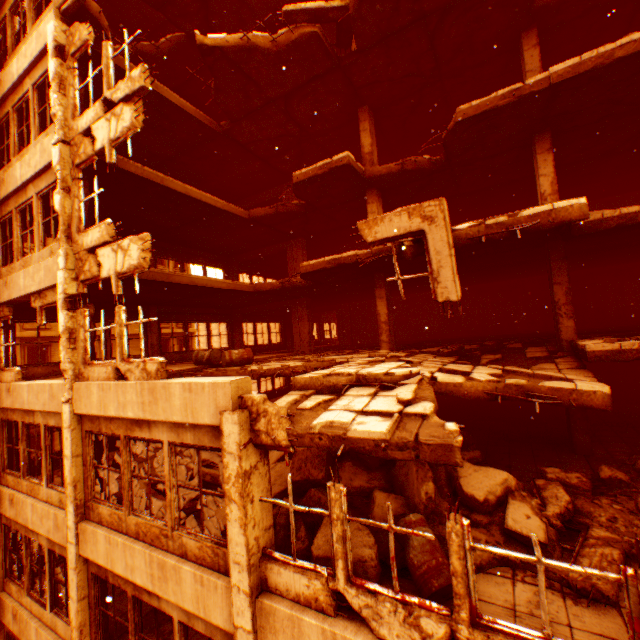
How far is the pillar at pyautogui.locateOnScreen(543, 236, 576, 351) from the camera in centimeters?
848cm

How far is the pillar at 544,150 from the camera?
8.7 meters

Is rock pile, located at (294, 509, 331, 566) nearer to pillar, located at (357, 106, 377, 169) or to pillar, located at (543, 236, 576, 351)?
pillar, located at (543, 236, 576, 351)

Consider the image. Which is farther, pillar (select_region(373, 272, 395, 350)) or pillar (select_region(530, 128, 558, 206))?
pillar (select_region(373, 272, 395, 350))

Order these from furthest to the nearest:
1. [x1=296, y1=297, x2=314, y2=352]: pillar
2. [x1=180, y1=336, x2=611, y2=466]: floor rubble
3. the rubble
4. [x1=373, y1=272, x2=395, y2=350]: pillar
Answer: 1. [x1=296, y1=297, x2=314, y2=352]: pillar
2. [x1=373, y1=272, x2=395, y2=350]: pillar
3. the rubble
4. [x1=180, y1=336, x2=611, y2=466]: floor rubble

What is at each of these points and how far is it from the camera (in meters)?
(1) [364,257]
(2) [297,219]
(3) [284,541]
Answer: (1) floor rubble, 9.23
(2) floor rubble, 13.62
(3) rock pile, 5.30

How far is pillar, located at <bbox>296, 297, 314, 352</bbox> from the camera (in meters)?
15.77

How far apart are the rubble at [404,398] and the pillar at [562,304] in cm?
650
